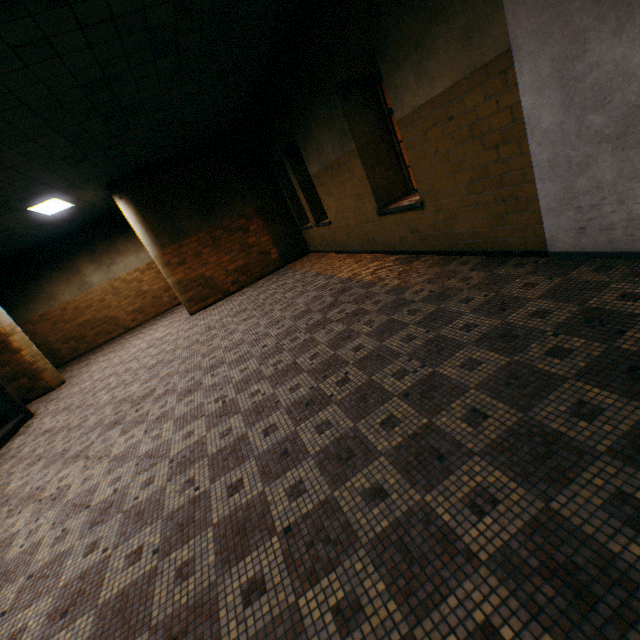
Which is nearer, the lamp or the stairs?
the stairs

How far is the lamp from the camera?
7.4 meters

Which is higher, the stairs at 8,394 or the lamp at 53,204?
the lamp at 53,204

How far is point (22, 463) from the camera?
4.8m

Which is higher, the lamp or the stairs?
the lamp

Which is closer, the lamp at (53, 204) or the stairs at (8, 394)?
the stairs at (8, 394)
